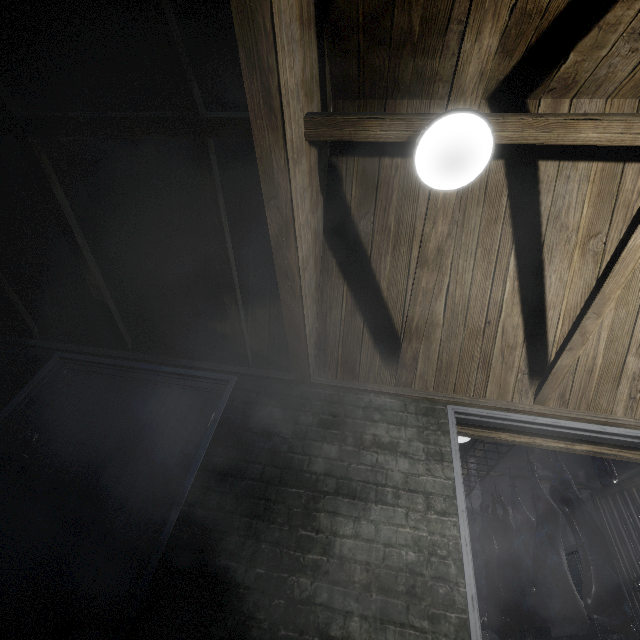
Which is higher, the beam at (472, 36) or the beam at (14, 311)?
the beam at (472, 36)

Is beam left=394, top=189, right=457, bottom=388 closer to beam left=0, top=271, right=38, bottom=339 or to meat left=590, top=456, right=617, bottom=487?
meat left=590, top=456, right=617, bottom=487

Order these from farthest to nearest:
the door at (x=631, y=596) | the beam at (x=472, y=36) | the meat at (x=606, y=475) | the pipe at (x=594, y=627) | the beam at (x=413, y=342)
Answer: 1. the pipe at (x=594, y=627)
2. the meat at (x=606, y=475)
3. the door at (x=631, y=596)
4. the beam at (x=413, y=342)
5. the beam at (x=472, y=36)

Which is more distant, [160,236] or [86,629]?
[160,236]

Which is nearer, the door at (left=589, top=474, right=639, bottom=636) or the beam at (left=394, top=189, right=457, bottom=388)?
the beam at (left=394, top=189, right=457, bottom=388)

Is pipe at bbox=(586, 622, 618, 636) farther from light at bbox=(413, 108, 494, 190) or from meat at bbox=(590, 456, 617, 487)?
light at bbox=(413, 108, 494, 190)

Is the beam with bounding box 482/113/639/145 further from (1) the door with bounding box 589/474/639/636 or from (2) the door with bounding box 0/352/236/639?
(2) the door with bounding box 0/352/236/639

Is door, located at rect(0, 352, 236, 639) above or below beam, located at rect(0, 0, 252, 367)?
below
